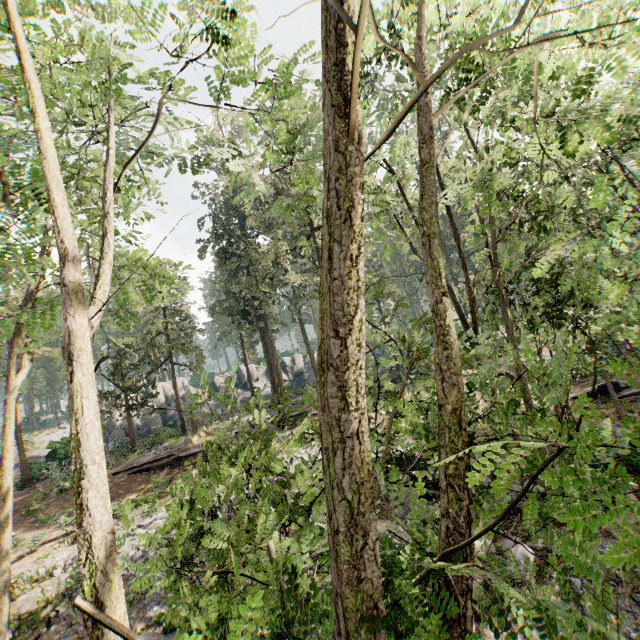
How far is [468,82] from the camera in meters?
7.9

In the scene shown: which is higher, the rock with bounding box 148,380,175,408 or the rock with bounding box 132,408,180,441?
the rock with bounding box 148,380,175,408

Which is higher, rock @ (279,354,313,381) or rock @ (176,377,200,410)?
rock @ (176,377,200,410)

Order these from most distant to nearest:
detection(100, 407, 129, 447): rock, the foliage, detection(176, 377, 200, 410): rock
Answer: detection(176, 377, 200, 410): rock, detection(100, 407, 129, 447): rock, the foliage

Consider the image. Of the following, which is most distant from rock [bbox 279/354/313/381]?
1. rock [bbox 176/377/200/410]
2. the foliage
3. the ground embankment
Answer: the ground embankment

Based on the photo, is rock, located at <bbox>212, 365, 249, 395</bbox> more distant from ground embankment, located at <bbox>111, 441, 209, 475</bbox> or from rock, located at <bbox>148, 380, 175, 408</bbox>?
ground embankment, located at <bbox>111, 441, 209, 475</bbox>

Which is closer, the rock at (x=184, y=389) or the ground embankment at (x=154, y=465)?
the ground embankment at (x=154, y=465)

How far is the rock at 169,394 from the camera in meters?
40.7 m
